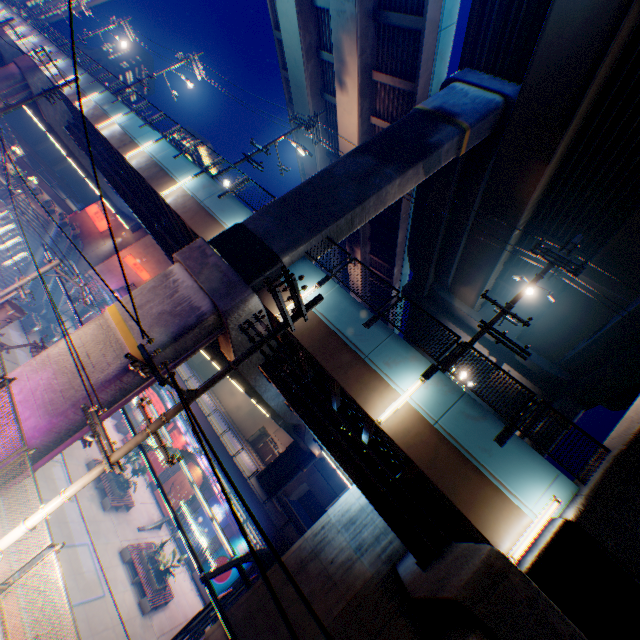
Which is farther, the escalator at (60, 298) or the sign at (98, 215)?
the sign at (98, 215)

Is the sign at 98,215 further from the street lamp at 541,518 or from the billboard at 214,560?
the street lamp at 541,518

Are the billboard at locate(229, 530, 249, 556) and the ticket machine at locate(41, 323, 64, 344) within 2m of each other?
no

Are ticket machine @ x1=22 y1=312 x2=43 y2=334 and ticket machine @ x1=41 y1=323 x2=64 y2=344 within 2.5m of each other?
yes

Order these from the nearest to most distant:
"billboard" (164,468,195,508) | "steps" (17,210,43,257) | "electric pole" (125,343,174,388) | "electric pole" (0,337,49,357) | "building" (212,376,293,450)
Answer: "electric pole" (125,343,174,388), "electric pole" (0,337,49,357), "billboard" (164,468,195,508), "steps" (17,210,43,257), "building" (212,376,293,450)

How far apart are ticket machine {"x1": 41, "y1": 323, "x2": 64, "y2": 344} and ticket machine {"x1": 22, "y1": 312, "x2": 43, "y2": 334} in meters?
1.5

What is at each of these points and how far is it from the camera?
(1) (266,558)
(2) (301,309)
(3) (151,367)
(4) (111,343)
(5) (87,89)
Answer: (1) canopy, 21.8 meters
(2) electric pole, 7.6 meters
(3) electric pole, 5.7 meters
(4) overpass support, 11.1 meters
(5) overpass support, 24.3 meters

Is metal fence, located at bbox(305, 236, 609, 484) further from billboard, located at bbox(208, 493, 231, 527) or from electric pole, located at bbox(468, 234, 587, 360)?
billboard, located at bbox(208, 493, 231, 527)
